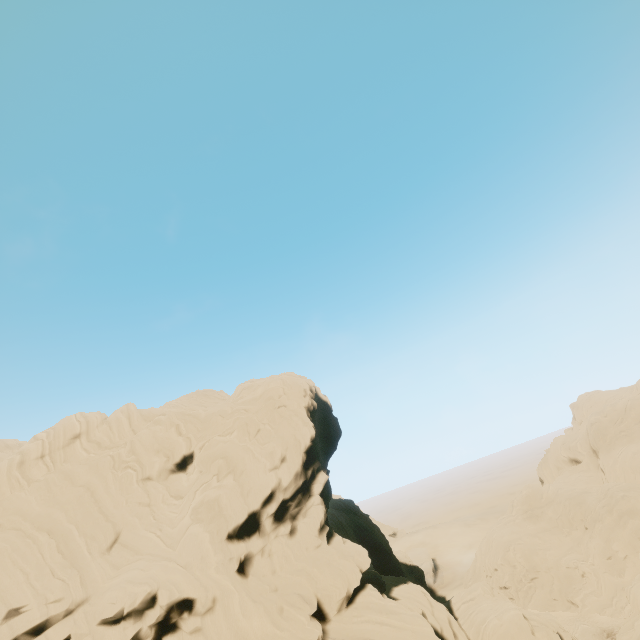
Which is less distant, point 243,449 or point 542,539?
point 243,449
